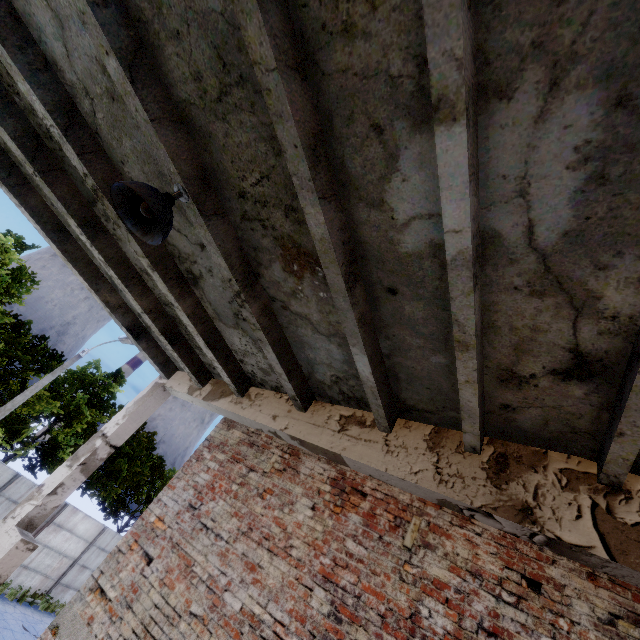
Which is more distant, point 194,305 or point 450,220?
Result: point 194,305

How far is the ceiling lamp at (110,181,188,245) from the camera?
2.45m

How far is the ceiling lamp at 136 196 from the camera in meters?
2.4
